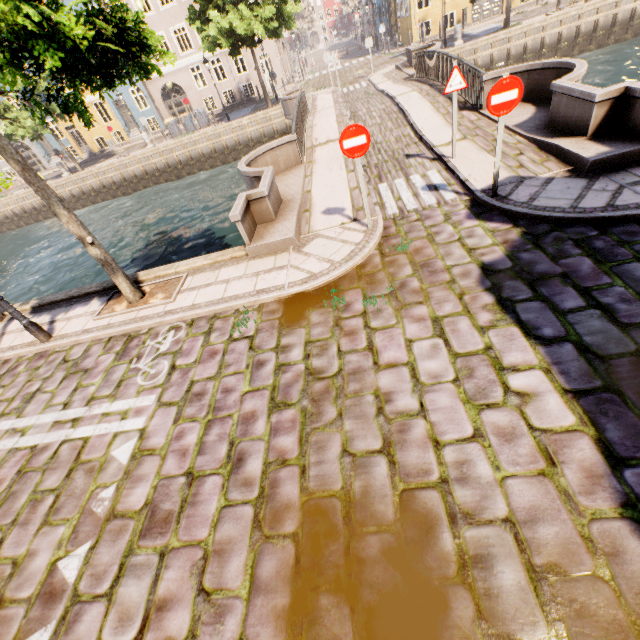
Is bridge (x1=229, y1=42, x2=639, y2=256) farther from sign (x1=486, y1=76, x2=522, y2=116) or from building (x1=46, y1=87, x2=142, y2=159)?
building (x1=46, y1=87, x2=142, y2=159)

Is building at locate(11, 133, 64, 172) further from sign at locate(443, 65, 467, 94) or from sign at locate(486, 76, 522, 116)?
sign at locate(486, 76, 522, 116)

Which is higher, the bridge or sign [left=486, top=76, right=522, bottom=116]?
sign [left=486, top=76, right=522, bottom=116]

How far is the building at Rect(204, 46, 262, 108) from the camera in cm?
2817

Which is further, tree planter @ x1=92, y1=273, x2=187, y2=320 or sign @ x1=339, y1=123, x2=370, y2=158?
tree planter @ x1=92, y1=273, x2=187, y2=320

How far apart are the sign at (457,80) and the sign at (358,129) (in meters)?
3.17

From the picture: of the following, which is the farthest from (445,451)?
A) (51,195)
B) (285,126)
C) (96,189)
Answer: (96,189)

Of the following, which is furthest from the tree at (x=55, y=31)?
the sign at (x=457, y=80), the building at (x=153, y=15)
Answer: the sign at (x=457, y=80)
